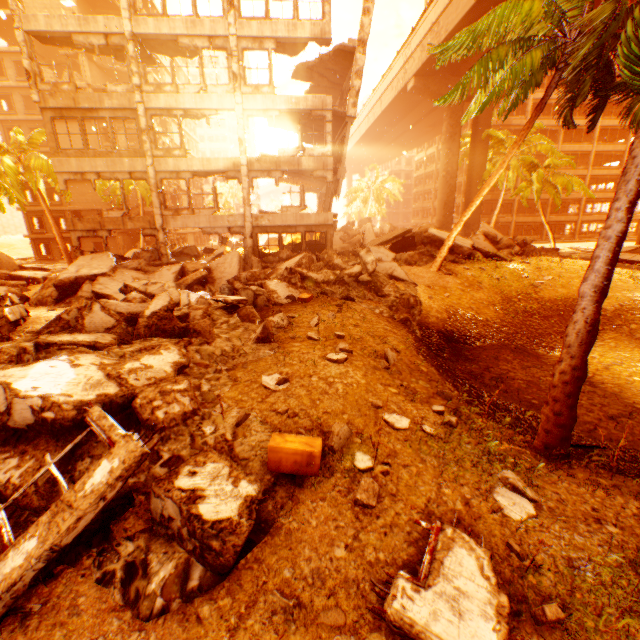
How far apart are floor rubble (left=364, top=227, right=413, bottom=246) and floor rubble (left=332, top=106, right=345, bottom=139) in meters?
7.0

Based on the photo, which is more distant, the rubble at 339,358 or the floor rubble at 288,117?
the floor rubble at 288,117

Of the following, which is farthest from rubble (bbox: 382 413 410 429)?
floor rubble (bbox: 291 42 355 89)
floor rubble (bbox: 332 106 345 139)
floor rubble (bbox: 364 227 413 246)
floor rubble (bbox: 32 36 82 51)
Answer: floor rubble (bbox: 291 42 355 89)

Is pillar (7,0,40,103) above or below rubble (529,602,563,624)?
above

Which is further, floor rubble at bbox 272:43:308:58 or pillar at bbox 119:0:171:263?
floor rubble at bbox 272:43:308:58

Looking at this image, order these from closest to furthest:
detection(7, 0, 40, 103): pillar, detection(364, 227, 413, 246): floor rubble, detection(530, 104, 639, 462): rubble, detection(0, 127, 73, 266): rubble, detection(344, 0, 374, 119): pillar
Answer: detection(530, 104, 639, 462): rubble
detection(7, 0, 40, 103): pillar
detection(344, 0, 374, 119): pillar
detection(364, 227, 413, 246): floor rubble
detection(0, 127, 73, 266): rubble

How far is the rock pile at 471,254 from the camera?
18.12m

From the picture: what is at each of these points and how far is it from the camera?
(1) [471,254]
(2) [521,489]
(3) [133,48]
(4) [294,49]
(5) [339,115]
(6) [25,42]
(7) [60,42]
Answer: (1) rock pile, 18.80m
(2) rubble, 4.18m
(3) pillar, 15.87m
(4) floor rubble, 17.67m
(5) floor rubble, 18.08m
(6) pillar, 15.41m
(7) floor rubble, 16.48m
